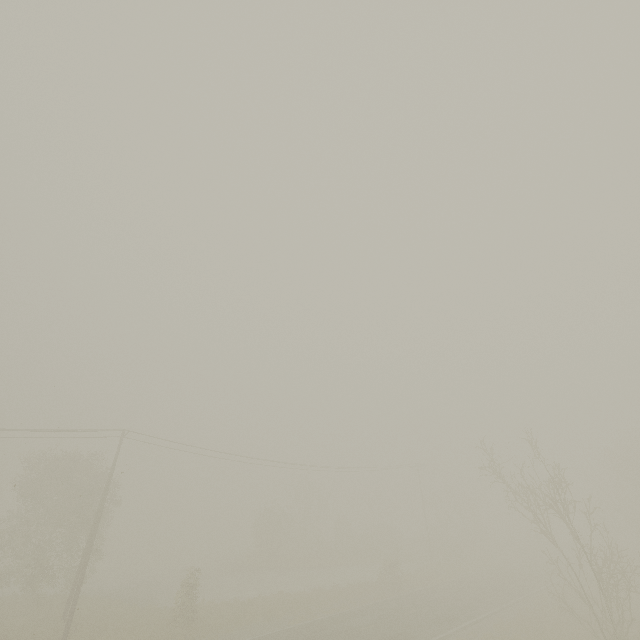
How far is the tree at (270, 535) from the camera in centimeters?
4197cm

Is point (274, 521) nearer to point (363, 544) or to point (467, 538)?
point (363, 544)

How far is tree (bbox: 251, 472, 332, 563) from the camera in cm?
4197
